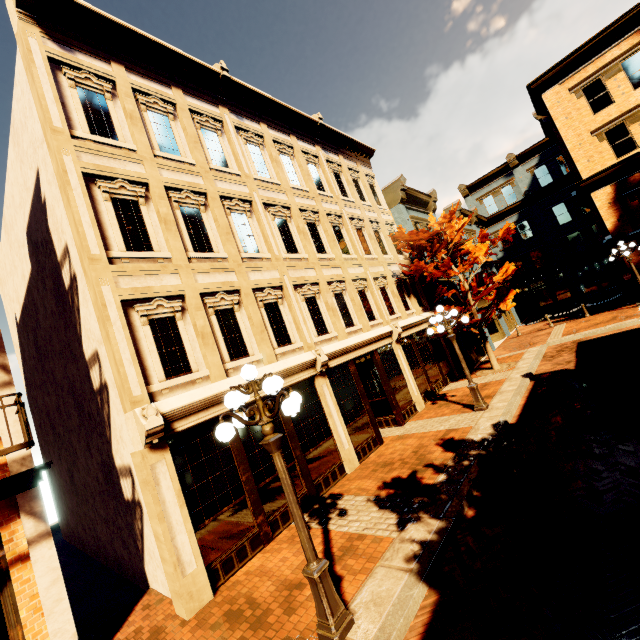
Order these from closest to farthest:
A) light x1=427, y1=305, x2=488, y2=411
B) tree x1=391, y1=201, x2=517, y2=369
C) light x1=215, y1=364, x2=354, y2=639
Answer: light x1=215, y1=364, x2=354, y2=639 < light x1=427, y1=305, x2=488, y2=411 < tree x1=391, y1=201, x2=517, y2=369

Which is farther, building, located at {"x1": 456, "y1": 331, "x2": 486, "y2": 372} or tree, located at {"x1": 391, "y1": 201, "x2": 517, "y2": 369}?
building, located at {"x1": 456, "y1": 331, "x2": 486, "y2": 372}

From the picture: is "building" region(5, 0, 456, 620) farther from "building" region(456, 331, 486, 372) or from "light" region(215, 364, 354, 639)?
"light" region(215, 364, 354, 639)

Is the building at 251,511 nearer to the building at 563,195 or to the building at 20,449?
the building at 563,195

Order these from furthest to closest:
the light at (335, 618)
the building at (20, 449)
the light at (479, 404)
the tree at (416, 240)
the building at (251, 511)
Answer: the tree at (416, 240)
the light at (479, 404)
the building at (251, 511)
the building at (20, 449)
the light at (335, 618)

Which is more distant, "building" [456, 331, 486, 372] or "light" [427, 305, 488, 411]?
"building" [456, 331, 486, 372]

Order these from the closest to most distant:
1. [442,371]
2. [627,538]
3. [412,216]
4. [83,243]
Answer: [627,538] → [83,243] → [442,371] → [412,216]

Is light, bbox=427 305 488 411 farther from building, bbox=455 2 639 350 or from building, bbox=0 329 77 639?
building, bbox=0 329 77 639
